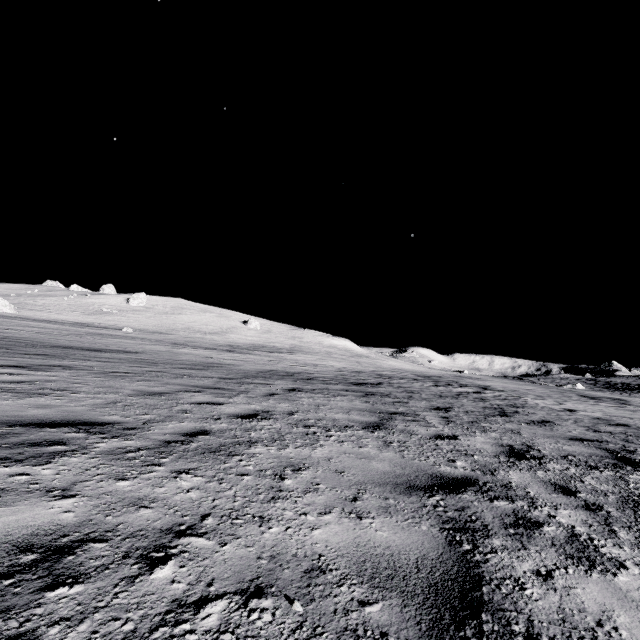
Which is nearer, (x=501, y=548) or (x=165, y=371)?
(x=501, y=548)
